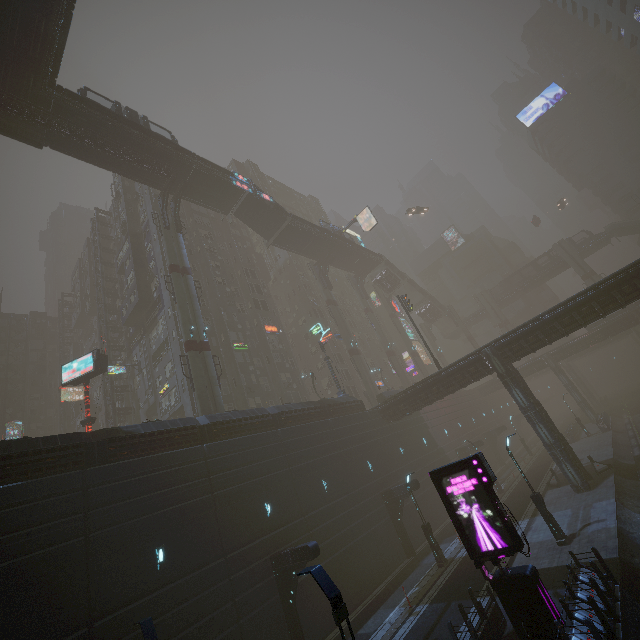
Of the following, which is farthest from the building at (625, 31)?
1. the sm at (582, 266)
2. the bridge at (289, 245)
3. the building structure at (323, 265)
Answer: the sm at (582, 266)

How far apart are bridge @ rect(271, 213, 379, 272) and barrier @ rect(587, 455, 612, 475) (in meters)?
38.70

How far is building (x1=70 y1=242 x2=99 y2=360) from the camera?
54.5m

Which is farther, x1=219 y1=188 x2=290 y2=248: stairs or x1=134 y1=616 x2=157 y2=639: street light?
x1=219 y1=188 x2=290 y2=248: stairs

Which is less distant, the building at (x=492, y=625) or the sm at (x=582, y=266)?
the building at (x=492, y=625)

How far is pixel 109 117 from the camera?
29.2 meters

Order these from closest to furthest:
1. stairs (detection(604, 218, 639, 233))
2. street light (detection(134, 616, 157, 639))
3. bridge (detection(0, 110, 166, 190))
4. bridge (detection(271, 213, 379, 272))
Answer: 1. street light (detection(134, 616, 157, 639))
2. bridge (detection(0, 110, 166, 190))
3. bridge (detection(271, 213, 379, 272))
4. stairs (detection(604, 218, 639, 233))

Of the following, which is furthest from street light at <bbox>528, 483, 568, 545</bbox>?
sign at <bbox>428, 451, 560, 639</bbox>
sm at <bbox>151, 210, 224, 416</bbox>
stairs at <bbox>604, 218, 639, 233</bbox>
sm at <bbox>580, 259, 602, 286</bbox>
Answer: stairs at <bbox>604, 218, 639, 233</bbox>
